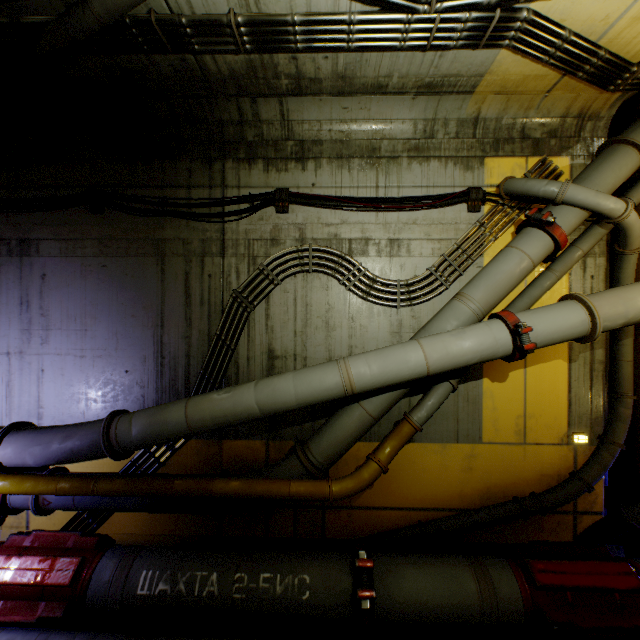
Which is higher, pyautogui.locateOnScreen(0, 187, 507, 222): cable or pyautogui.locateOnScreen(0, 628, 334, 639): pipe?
pyautogui.locateOnScreen(0, 187, 507, 222): cable

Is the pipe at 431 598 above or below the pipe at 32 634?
above

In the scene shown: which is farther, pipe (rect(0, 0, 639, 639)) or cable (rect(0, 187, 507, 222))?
cable (rect(0, 187, 507, 222))

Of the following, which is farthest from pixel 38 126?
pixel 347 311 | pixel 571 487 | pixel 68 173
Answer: pixel 571 487

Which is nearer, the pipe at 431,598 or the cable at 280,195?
the pipe at 431,598

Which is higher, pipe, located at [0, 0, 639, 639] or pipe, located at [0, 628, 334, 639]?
pipe, located at [0, 0, 639, 639]
